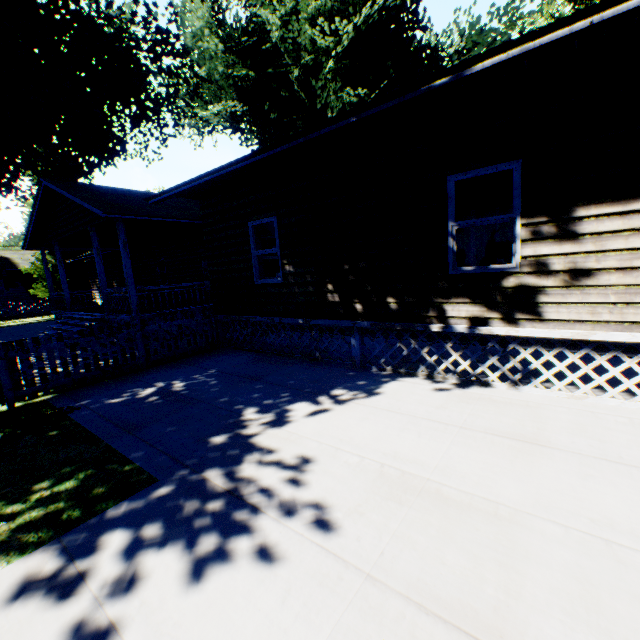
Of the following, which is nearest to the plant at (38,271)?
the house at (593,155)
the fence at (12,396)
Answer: the house at (593,155)

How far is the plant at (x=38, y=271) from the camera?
26.7 meters

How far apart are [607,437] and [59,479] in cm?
651

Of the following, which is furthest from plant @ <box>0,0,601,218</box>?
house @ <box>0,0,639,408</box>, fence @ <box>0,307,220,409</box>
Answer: fence @ <box>0,307,220,409</box>

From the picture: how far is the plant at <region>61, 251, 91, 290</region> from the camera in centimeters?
2803cm

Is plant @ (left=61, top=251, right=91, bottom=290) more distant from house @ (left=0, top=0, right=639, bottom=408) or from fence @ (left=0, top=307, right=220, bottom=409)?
fence @ (left=0, top=307, right=220, bottom=409)

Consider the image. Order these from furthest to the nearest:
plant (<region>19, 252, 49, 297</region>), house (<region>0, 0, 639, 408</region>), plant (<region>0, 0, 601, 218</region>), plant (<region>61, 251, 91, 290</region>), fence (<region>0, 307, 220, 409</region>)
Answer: plant (<region>61, 251, 91, 290</region>), plant (<region>19, 252, 49, 297</region>), plant (<region>0, 0, 601, 218</region>), fence (<region>0, 307, 220, 409</region>), house (<region>0, 0, 639, 408</region>)
